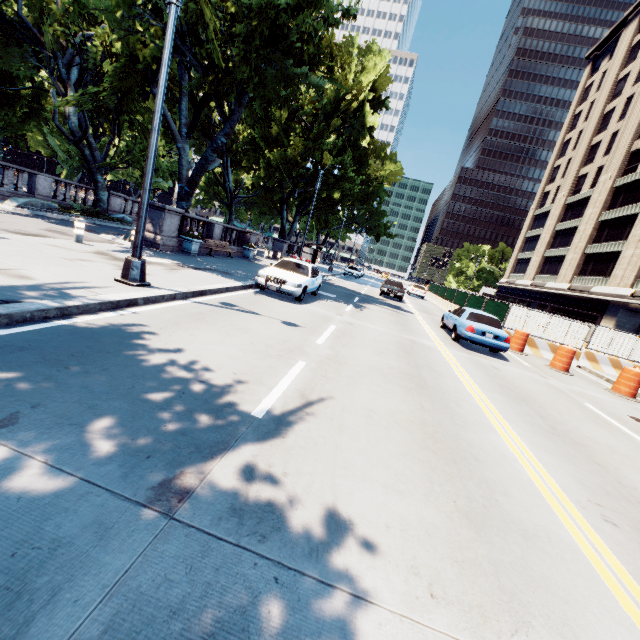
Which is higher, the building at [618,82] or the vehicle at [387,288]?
the building at [618,82]

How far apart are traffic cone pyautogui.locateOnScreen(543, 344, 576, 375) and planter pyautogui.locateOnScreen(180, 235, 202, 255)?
17.2 meters

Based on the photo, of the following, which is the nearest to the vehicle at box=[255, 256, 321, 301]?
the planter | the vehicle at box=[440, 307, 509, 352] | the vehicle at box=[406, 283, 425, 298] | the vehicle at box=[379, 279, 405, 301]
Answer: the planter

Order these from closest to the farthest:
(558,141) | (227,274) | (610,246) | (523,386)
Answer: (523,386), (227,274), (610,246), (558,141)

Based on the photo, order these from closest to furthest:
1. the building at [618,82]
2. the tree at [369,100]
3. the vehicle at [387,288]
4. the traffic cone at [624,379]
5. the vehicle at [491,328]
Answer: the traffic cone at [624,379], the vehicle at [491,328], the tree at [369,100], the vehicle at [387,288], the building at [618,82]

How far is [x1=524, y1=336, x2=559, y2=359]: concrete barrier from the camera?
16.2m

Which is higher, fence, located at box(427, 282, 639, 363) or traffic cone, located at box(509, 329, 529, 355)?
fence, located at box(427, 282, 639, 363)

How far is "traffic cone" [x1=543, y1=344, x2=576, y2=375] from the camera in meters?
13.1
